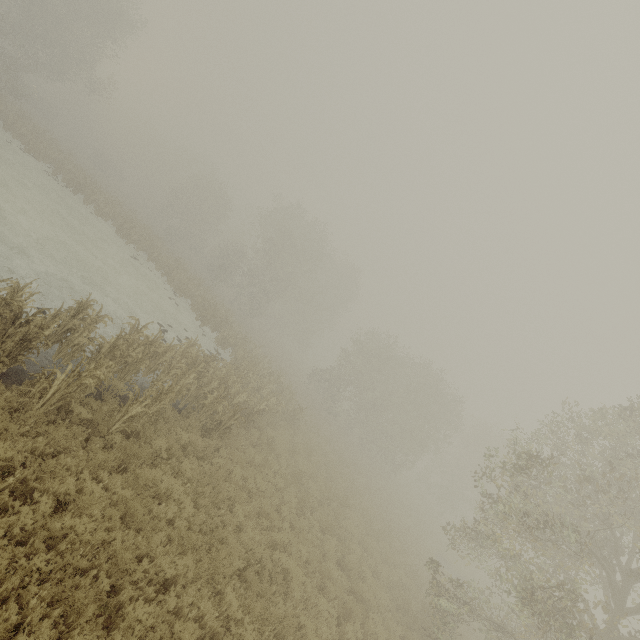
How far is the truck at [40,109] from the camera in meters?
44.3

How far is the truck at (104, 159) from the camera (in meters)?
47.28

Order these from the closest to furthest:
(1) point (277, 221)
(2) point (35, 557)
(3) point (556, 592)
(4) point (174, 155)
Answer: (2) point (35, 557), (3) point (556, 592), (1) point (277, 221), (4) point (174, 155)

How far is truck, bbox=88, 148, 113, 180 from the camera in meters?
47.3 m

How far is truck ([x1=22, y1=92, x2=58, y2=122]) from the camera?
44.3 meters

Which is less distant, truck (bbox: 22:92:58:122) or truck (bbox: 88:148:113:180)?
truck (bbox: 22:92:58:122)
